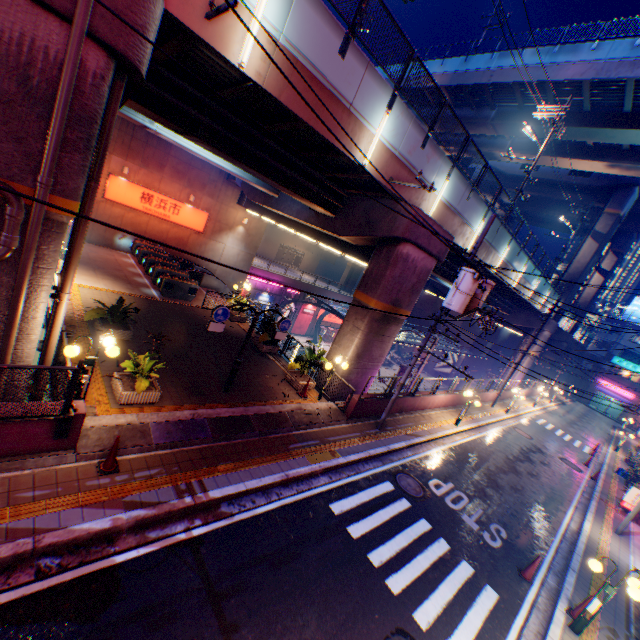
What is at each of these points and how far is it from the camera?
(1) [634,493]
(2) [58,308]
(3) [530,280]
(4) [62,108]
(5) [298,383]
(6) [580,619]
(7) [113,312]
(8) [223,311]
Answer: (1) sign, 16.67m
(2) pipe, 7.48m
(3) overpass support, 27.61m
(4) pipe, 5.55m
(5) flower bed, 13.92m
(6) street lamp, 8.31m
(7) plants, 11.77m
(8) sign, 10.01m

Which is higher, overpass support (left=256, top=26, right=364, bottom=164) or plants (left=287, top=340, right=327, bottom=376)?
overpass support (left=256, top=26, right=364, bottom=164)

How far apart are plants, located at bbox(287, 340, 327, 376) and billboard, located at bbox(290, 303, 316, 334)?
25.98m

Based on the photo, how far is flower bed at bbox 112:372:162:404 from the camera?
8.75m

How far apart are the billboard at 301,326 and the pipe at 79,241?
33.4 meters

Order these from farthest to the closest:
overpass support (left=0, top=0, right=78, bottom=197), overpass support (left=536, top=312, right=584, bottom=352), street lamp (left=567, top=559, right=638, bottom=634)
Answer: overpass support (left=536, top=312, right=584, bottom=352) < street lamp (left=567, top=559, right=638, bottom=634) < overpass support (left=0, top=0, right=78, bottom=197)

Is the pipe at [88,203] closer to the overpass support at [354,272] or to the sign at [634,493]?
the overpass support at [354,272]

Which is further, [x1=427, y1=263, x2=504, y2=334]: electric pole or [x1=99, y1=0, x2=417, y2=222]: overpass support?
[x1=427, y1=263, x2=504, y2=334]: electric pole
